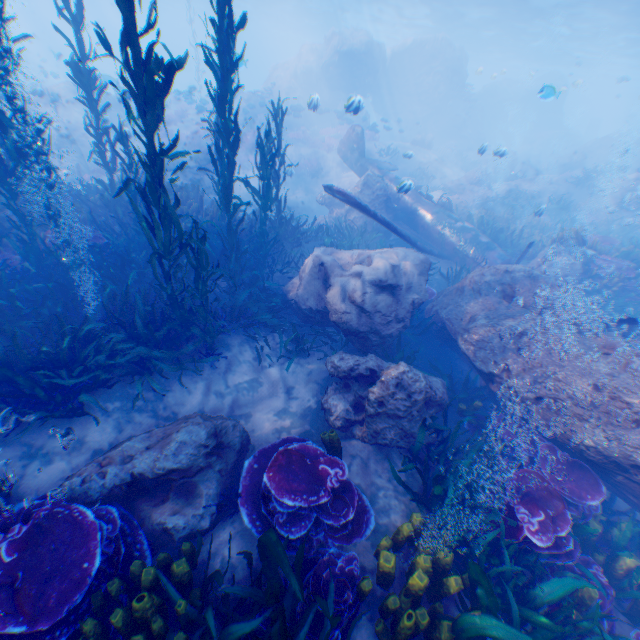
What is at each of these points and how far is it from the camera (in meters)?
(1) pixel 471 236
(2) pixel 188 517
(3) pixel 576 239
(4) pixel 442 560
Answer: (1) plane, 11.77
(2) rock, 4.24
(3) instancedfoliageactor, 11.42
(4) instancedfoliageactor, 3.66

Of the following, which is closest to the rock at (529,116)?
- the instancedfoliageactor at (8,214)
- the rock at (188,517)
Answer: the instancedfoliageactor at (8,214)

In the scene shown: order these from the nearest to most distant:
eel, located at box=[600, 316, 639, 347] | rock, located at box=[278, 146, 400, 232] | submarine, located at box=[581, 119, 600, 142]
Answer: eel, located at box=[600, 316, 639, 347]
rock, located at box=[278, 146, 400, 232]
submarine, located at box=[581, 119, 600, 142]

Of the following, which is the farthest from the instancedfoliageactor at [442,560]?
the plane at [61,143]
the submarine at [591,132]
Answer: the submarine at [591,132]

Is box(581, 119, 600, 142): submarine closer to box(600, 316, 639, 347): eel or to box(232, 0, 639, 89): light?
box(232, 0, 639, 89): light

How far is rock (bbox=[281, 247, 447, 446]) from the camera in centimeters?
507cm

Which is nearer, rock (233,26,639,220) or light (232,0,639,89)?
rock (233,26,639,220)
